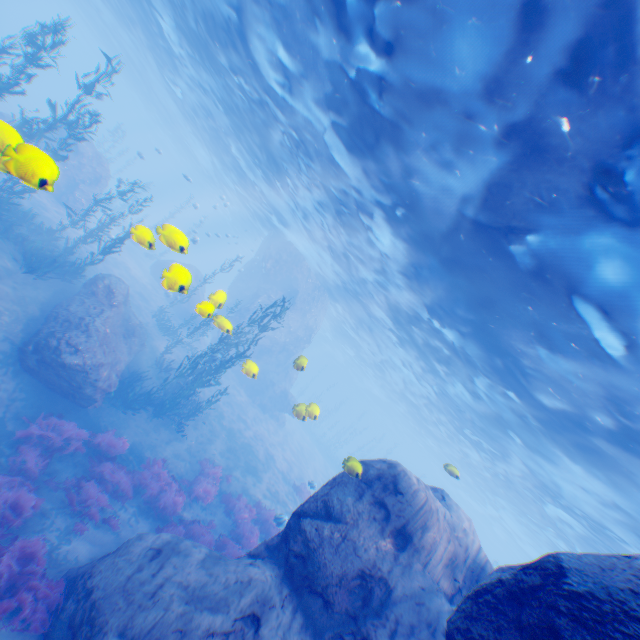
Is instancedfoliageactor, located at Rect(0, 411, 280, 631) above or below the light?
below

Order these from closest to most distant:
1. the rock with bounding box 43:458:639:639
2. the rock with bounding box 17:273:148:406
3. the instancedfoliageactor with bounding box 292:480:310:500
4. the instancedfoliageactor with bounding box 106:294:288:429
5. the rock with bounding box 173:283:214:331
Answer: the rock with bounding box 43:458:639:639 < the rock with bounding box 173:283:214:331 < the rock with bounding box 17:273:148:406 < the instancedfoliageactor with bounding box 106:294:288:429 < the instancedfoliageactor with bounding box 292:480:310:500

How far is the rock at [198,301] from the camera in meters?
6.6 m

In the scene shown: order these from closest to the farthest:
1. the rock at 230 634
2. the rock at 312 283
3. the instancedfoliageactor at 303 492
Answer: the rock at 230 634 < the instancedfoliageactor at 303 492 < the rock at 312 283

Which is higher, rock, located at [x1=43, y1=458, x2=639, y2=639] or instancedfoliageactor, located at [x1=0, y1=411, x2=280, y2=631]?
rock, located at [x1=43, y1=458, x2=639, y2=639]

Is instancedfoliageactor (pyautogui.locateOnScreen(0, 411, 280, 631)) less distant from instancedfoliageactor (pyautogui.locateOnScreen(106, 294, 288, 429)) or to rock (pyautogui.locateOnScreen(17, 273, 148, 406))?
rock (pyautogui.locateOnScreen(17, 273, 148, 406))

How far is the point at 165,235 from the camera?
6.5 meters

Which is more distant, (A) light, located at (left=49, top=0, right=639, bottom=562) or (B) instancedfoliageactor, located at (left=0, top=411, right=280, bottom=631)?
(B) instancedfoliageactor, located at (left=0, top=411, right=280, bottom=631)
